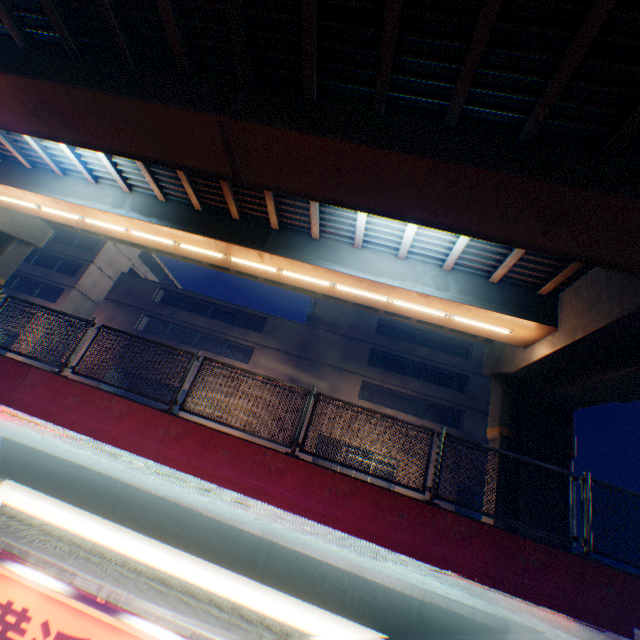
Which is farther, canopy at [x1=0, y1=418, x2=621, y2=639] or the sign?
the sign

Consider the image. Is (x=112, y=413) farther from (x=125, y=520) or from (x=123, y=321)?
(x=123, y=321)

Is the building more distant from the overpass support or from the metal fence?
the metal fence

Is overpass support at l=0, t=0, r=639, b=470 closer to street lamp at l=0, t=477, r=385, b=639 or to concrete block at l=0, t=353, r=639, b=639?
concrete block at l=0, t=353, r=639, b=639

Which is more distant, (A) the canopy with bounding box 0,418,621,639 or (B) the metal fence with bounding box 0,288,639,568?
(B) the metal fence with bounding box 0,288,639,568

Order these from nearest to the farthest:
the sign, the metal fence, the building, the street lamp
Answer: the street lamp < the sign < the metal fence < the building

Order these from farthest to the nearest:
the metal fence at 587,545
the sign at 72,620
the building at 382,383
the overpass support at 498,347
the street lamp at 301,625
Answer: the building at 382,383, the overpass support at 498,347, the metal fence at 587,545, the sign at 72,620, the street lamp at 301,625

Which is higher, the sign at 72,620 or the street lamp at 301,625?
the street lamp at 301,625
